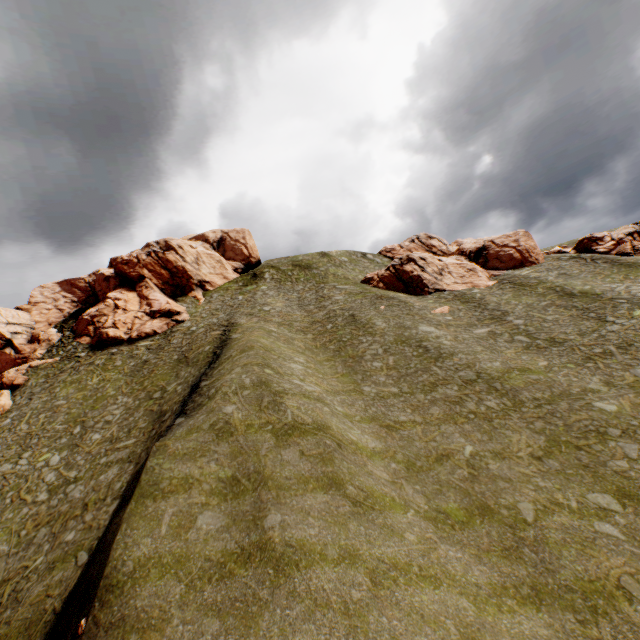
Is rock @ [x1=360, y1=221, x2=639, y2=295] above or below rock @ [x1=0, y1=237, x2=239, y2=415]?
below

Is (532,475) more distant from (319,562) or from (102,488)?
(102,488)

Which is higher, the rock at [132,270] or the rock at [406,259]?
the rock at [132,270]
